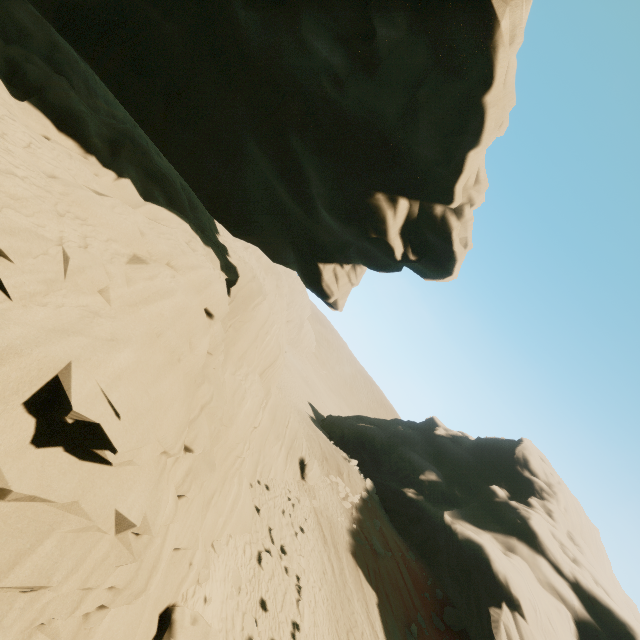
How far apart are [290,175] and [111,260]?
5.7 meters

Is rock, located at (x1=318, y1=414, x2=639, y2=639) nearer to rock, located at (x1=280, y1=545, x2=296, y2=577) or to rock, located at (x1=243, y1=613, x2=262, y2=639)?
rock, located at (x1=280, y1=545, x2=296, y2=577)

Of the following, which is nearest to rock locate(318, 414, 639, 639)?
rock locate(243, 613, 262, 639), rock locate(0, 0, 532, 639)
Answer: rock locate(0, 0, 532, 639)

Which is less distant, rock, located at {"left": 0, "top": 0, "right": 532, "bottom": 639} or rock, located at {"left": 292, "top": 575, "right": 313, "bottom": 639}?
rock, located at {"left": 0, "top": 0, "right": 532, "bottom": 639}

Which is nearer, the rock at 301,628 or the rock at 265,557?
the rock at 301,628
